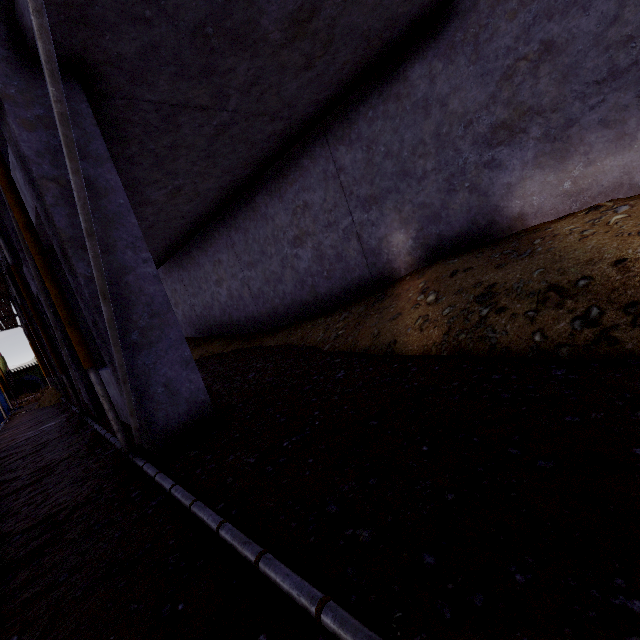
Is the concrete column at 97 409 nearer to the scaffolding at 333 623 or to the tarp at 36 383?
the scaffolding at 333 623

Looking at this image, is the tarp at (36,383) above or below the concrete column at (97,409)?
above

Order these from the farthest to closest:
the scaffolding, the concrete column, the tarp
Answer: the tarp, the concrete column, the scaffolding

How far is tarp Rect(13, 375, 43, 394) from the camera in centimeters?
2442cm

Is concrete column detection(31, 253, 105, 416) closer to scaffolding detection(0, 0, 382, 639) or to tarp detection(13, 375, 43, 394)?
scaffolding detection(0, 0, 382, 639)

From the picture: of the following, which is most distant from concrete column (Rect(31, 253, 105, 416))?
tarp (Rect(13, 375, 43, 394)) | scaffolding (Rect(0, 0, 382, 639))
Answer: tarp (Rect(13, 375, 43, 394))

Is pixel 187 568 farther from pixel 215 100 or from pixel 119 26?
pixel 215 100
